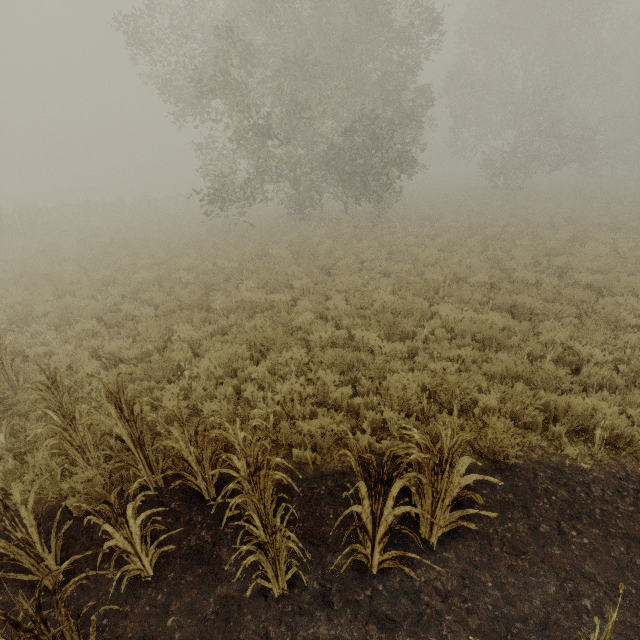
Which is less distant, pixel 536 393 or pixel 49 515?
pixel 49 515

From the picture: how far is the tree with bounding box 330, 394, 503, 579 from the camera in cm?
271

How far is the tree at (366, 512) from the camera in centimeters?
271cm
